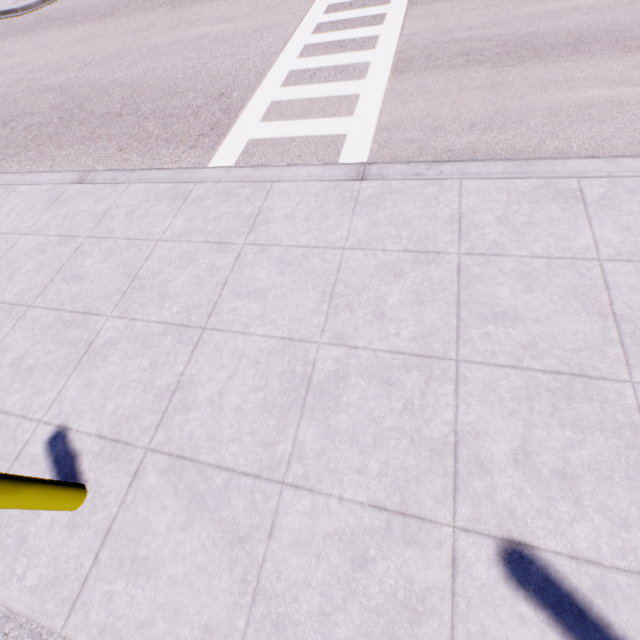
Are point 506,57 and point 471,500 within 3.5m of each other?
no
